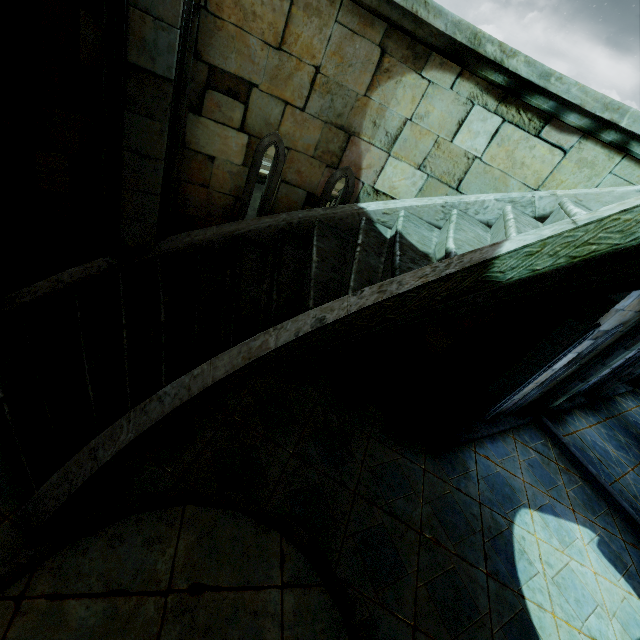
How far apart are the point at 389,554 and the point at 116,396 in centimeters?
342cm
